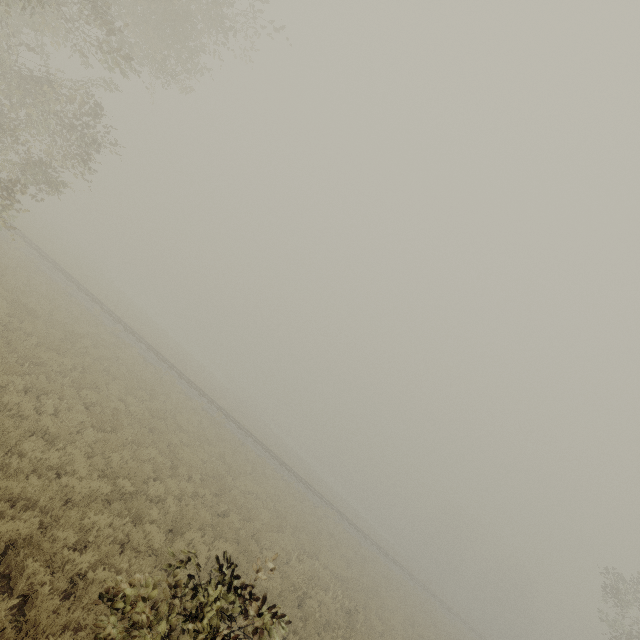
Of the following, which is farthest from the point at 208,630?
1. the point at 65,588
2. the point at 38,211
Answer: the point at 38,211
